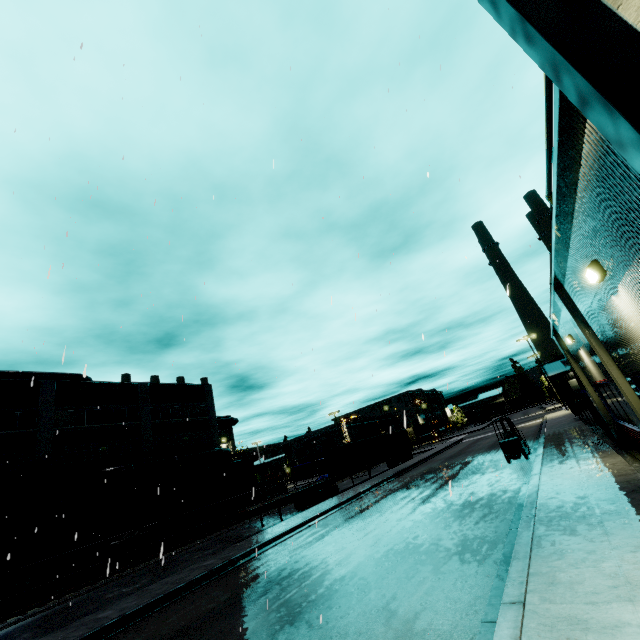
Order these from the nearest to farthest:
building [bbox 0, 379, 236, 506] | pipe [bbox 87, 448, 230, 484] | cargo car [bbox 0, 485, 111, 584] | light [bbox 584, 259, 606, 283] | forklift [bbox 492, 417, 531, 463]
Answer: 1. light [bbox 584, 259, 606, 283]
2. forklift [bbox 492, 417, 531, 463]
3. cargo car [bbox 0, 485, 111, 584]
4. building [bbox 0, 379, 236, 506]
5. pipe [bbox 87, 448, 230, 484]

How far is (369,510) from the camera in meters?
16.3 m

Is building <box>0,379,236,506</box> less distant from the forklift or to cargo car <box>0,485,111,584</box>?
cargo car <box>0,485,111,584</box>

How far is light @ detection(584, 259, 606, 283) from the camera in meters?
4.9 m

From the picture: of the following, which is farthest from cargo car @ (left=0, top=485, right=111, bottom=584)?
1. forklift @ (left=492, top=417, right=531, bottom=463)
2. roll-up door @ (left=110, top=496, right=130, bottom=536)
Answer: forklift @ (left=492, top=417, right=531, bottom=463)

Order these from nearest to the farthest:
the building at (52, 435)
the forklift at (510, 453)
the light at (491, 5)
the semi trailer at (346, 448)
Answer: the light at (491, 5), the forklift at (510, 453), the semi trailer at (346, 448), the building at (52, 435)

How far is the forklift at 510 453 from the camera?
17.00m

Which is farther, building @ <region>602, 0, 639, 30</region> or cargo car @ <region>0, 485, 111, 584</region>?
cargo car @ <region>0, 485, 111, 584</region>
